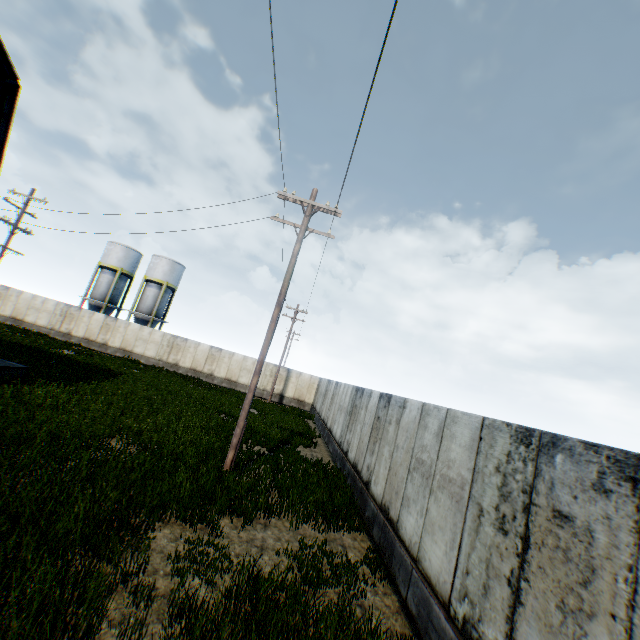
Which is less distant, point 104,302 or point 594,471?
point 594,471
